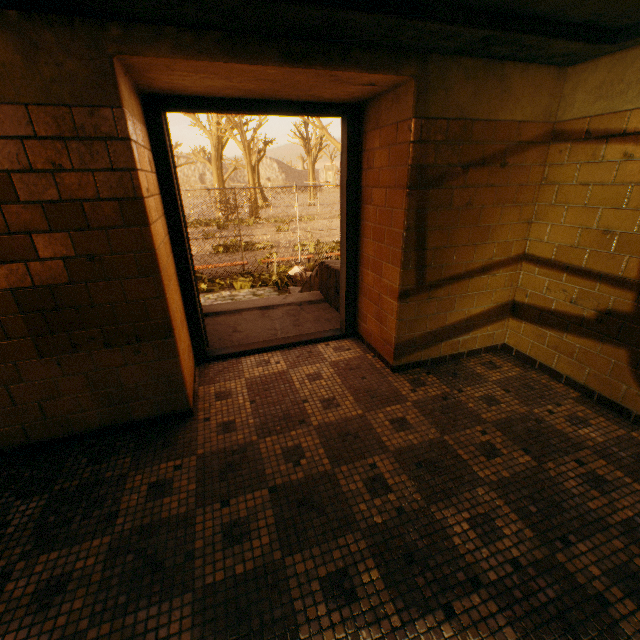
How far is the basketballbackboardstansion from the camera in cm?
1781

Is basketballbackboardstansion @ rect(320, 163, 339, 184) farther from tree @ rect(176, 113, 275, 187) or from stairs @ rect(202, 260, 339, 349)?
stairs @ rect(202, 260, 339, 349)

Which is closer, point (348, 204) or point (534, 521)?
point (534, 521)

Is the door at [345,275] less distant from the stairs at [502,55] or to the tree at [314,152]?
the stairs at [502,55]

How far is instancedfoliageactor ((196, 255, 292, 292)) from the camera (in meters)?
9.97

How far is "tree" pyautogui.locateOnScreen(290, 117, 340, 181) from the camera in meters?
27.2 m

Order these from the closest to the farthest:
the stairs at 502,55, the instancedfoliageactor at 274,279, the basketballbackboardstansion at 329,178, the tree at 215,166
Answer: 1. the stairs at 502,55
2. the instancedfoliageactor at 274,279
3. the basketballbackboardstansion at 329,178
4. the tree at 215,166

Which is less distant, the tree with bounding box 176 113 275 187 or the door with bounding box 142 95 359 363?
the door with bounding box 142 95 359 363
